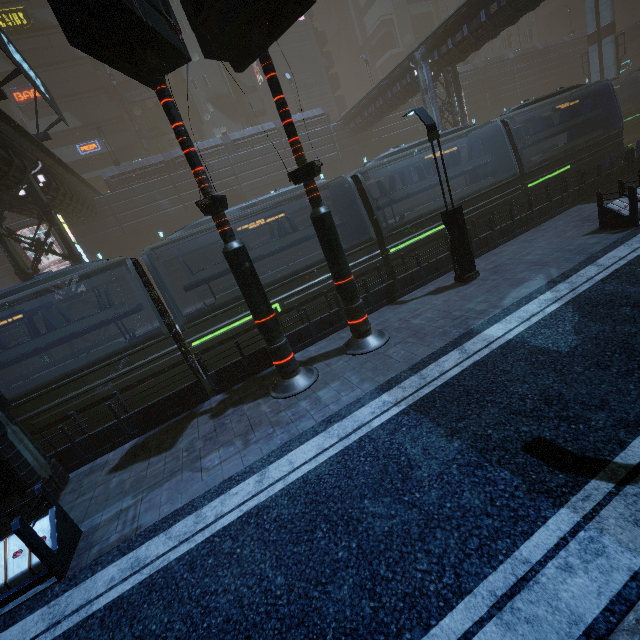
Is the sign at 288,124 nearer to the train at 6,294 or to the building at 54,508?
the building at 54,508

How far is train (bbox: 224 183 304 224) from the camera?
11.6 meters

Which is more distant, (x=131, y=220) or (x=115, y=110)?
(x=115, y=110)

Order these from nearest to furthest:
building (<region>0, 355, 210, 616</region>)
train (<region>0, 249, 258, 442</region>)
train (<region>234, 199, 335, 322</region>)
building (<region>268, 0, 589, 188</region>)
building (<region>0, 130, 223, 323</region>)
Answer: building (<region>0, 355, 210, 616</region>) → train (<region>0, 249, 258, 442</region>) → train (<region>234, 199, 335, 322</region>) → building (<region>0, 130, 223, 323</region>) → building (<region>268, 0, 589, 188</region>)

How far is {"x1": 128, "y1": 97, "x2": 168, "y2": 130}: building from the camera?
38.84m

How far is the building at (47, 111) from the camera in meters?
33.5 m

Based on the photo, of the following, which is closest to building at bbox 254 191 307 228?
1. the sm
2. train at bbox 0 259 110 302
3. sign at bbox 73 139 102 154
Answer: sign at bbox 73 139 102 154

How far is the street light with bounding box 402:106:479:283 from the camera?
9.6 meters
